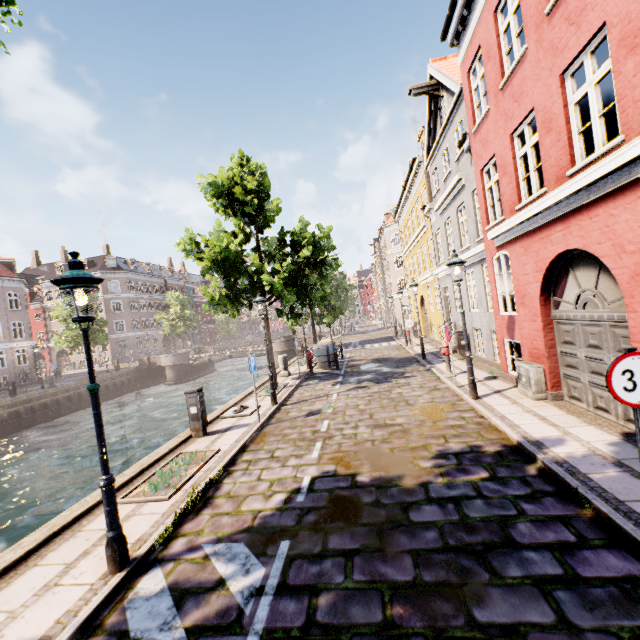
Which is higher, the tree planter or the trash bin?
the trash bin

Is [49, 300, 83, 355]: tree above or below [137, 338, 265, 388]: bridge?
above

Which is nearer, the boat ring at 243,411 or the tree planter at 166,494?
→ the tree planter at 166,494

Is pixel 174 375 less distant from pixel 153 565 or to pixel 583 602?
pixel 153 565

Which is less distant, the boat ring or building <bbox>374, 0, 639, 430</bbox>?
building <bbox>374, 0, 639, 430</bbox>

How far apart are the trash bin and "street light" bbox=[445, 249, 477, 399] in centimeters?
944cm

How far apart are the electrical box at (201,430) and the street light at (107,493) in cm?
449

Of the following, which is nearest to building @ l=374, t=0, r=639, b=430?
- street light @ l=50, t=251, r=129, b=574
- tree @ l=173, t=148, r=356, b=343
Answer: tree @ l=173, t=148, r=356, b=343
